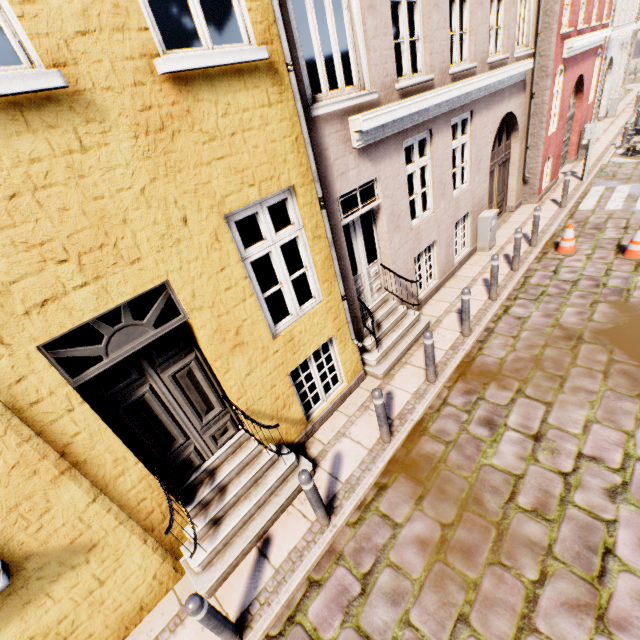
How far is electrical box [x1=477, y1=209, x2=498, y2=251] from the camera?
9.0m

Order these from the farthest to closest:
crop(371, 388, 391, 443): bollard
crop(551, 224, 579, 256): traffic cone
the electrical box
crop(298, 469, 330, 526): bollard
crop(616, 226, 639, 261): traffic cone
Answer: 1. the electrical box
2. crop(551, 224, 579, 256): traffic cone
3. crop(616, 226, 639, 261): traffic cone
4. crop(371, 388, 391, 443): bollard
5. crop(298, 469, 330, 526): bollard

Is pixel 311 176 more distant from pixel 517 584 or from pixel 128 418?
pixel 517 584

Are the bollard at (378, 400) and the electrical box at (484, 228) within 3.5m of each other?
no

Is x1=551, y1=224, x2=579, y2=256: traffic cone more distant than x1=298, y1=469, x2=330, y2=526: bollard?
Yes

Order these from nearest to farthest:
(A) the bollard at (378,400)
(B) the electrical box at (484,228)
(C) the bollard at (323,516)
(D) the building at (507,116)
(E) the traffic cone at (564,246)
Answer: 1. (D) the building at (507,116)
2. (C) the bollard at (323,516)
3. (A) the bollard at (378,400)
4. (E) the traffic cone at (564,246)
5. (B) the electrical box at (484,228)

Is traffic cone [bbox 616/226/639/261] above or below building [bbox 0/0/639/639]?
below

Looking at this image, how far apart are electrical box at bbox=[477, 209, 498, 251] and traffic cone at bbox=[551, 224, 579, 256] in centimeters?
147cm
